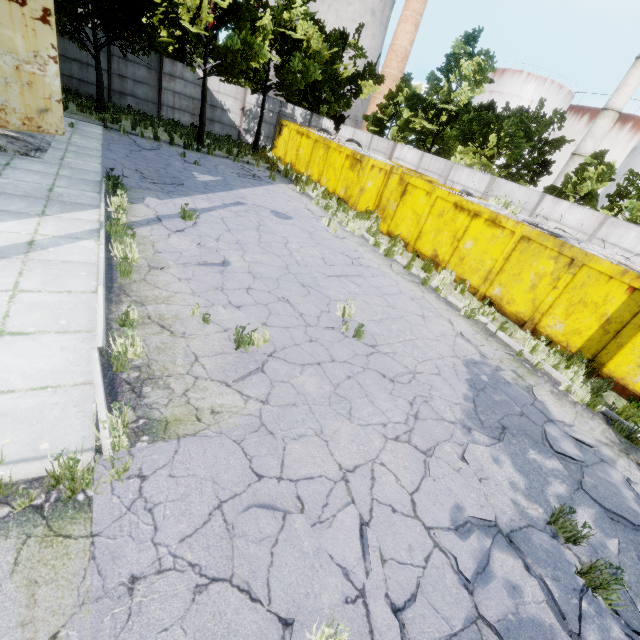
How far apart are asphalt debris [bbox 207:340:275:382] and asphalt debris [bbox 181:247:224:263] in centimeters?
147cm

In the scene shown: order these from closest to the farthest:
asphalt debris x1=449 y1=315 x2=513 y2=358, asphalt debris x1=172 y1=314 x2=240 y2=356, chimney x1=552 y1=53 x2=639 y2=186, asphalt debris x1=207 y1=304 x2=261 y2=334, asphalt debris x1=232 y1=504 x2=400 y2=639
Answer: asphalt debris x1=232 y1=504 x2=400 y2=639 → asphalt debris x1=172 y1=314 x2=240 y2=356 → asphalt debris x1=207 y1=304 x2=261 y2=334 → asphalt debris x1=449 y1=315 x2=513 y2=358 → chimney x1=552 y1=53 x2=639 y2=186

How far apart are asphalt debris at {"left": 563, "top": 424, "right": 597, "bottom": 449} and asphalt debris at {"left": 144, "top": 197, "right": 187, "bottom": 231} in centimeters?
889cm

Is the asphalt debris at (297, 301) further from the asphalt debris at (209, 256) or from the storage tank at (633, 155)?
the storage tank at (633, 155)

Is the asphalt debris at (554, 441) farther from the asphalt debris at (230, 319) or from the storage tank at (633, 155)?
the storage tank at (633, 155)

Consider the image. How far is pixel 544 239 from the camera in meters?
9.1

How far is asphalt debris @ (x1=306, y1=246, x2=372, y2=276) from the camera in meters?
8.7 m

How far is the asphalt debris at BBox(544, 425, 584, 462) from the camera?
5.2 meters
